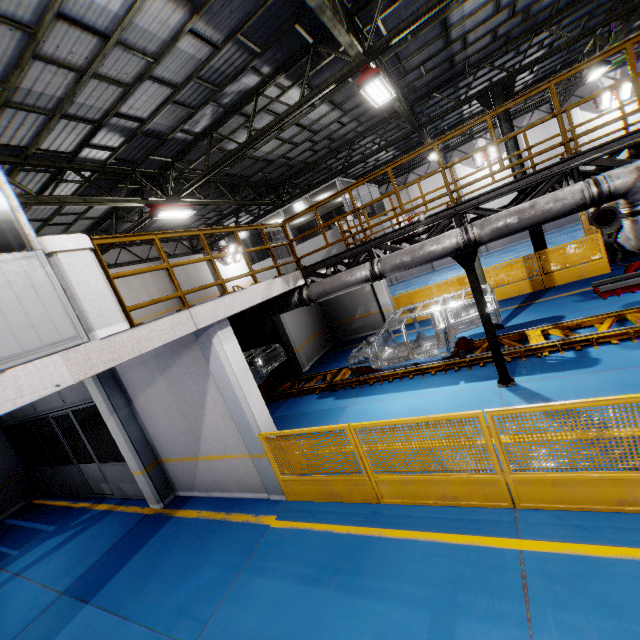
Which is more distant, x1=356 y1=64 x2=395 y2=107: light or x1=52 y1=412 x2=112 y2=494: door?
x1=52 y1=412 x2=112 y2=494: door

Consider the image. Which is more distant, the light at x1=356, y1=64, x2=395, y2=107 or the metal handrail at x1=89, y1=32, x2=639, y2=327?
the light at x1=356, y1=64, x2=395, y2=107

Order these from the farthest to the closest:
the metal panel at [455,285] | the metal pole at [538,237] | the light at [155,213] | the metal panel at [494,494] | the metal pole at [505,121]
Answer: the metal panel at [455,285] → the metal pole at [538,237] → the metal pole at [505,121] → the light at [155,213] → the metal panel at [494,494]

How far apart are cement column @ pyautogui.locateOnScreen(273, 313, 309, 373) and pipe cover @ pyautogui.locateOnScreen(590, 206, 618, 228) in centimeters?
1077cm

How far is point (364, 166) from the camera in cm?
2116

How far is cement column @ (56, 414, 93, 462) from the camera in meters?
13.2 m

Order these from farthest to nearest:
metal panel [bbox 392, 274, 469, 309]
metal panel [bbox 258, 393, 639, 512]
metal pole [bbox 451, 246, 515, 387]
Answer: metal panel [bbox 392, 274, 469, 309] < metal pole [bbox 451, 246, 515, 387] < metal panel [bbox 258, 393, 639, 512]

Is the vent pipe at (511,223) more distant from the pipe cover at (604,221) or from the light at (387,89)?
the light at (387,89)
